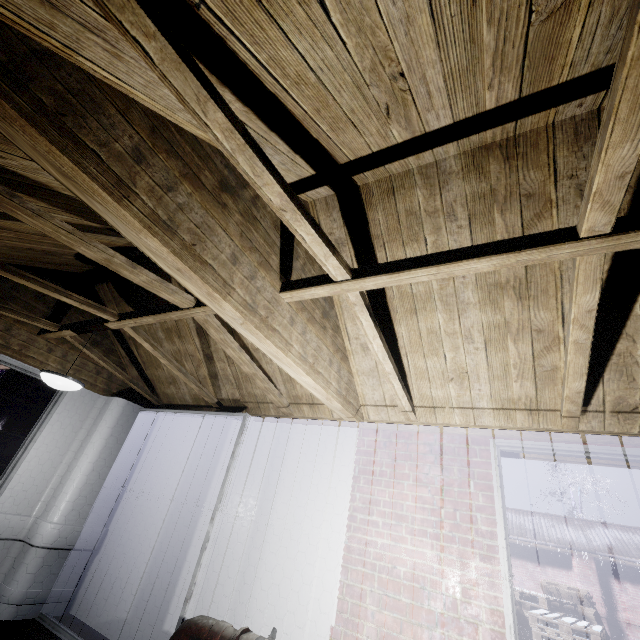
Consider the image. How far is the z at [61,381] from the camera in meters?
2.6 m

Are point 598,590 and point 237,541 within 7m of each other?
no

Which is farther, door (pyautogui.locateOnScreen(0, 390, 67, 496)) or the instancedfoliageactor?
the instancedfoliageactor

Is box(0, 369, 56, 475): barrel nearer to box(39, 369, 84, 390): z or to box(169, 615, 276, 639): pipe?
box(39, 369, 84, 390): z

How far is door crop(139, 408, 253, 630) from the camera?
2.4m

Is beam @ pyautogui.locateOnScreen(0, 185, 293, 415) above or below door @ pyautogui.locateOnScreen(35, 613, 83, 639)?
above

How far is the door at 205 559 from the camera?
2.4m

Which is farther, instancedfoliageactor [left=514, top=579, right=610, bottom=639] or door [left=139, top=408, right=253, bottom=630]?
instancedfoliageactor [left=514, top=579, right=610, bottom=639]
